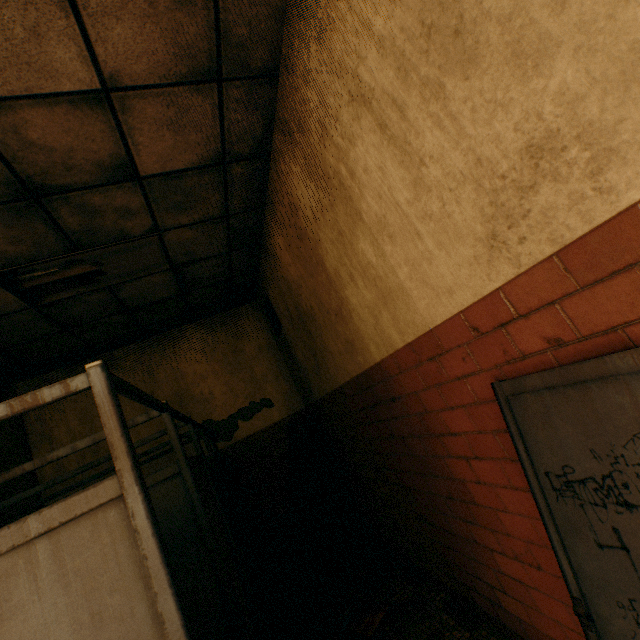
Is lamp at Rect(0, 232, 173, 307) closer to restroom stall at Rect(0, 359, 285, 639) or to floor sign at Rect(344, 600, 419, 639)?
restroom stall at Rect(0, 359, 285, 639)

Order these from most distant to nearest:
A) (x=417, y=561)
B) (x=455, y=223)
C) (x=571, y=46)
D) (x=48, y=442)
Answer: (x=48, y=442) → (x=417, y=561) → (x=455, y=223) → (x=571, y=46)

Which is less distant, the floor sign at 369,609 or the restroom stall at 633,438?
the restroom stall at 633,438

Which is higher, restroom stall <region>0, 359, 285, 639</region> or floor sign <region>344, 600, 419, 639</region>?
restroom stall <region>0, 359, 285, 639</region>

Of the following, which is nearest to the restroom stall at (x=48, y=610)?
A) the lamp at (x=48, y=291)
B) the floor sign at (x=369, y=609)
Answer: the floor sign at (x=369, y=609)

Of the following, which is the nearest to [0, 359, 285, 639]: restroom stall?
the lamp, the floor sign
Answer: the floor sign

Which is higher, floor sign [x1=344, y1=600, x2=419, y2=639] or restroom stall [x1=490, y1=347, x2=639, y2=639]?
restroom stall [x1=490, y1=347, x2=639, y2=639]

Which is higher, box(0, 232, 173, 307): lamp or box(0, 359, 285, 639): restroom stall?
box(0, 232, 173, 307): lamp
